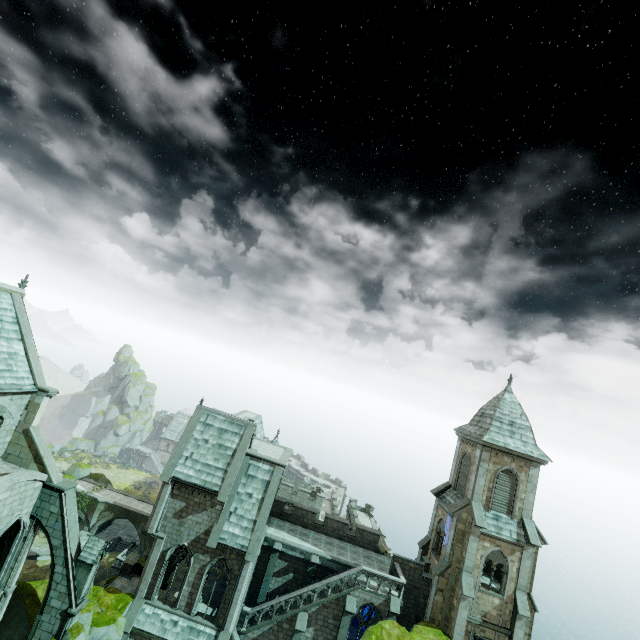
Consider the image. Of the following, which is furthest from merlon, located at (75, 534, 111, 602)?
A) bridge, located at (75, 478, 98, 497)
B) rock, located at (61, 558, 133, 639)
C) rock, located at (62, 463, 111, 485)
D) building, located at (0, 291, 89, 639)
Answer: rock, located at (62, 463, 111, 485)

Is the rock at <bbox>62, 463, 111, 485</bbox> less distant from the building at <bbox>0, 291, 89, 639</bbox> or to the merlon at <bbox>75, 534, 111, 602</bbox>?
the building at <bbox>0, 291, 89, 639</bbox>

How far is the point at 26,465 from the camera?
20.70m

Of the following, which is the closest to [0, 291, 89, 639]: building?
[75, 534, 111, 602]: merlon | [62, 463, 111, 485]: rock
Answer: [75, 534, 111, 602]: merlon

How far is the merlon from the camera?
19.6 meters

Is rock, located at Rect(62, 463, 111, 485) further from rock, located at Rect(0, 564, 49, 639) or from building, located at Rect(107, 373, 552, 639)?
rock, located at Rect(0, 564, 49, 639)

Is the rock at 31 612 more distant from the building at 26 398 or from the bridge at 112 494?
the bridge at 112 494

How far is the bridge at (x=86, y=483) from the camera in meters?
48.5 m
